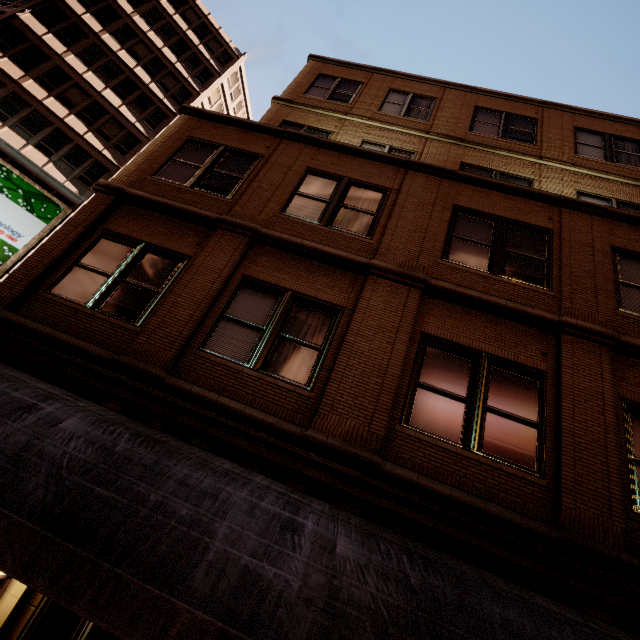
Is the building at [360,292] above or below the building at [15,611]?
above

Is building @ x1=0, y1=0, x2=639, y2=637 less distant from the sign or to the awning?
the awning

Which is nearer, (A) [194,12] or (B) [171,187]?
(B) [171,187]

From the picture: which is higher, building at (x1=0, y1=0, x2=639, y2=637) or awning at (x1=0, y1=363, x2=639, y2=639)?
building at (x1=0, y1=0, x2=639, y2=637)

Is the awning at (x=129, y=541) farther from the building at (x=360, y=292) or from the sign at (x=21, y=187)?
the sign at (x=21, y=187)

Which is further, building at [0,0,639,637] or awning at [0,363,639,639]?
building at [0,0,639,637]

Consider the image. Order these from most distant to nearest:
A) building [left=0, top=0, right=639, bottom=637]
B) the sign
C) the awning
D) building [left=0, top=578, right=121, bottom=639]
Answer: the sign, building [left=0, top=0, right=639, bottom=637], building [left=0, top=578, right=121, bottom=639], the awning

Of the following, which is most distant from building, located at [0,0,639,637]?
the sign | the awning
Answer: the sign
